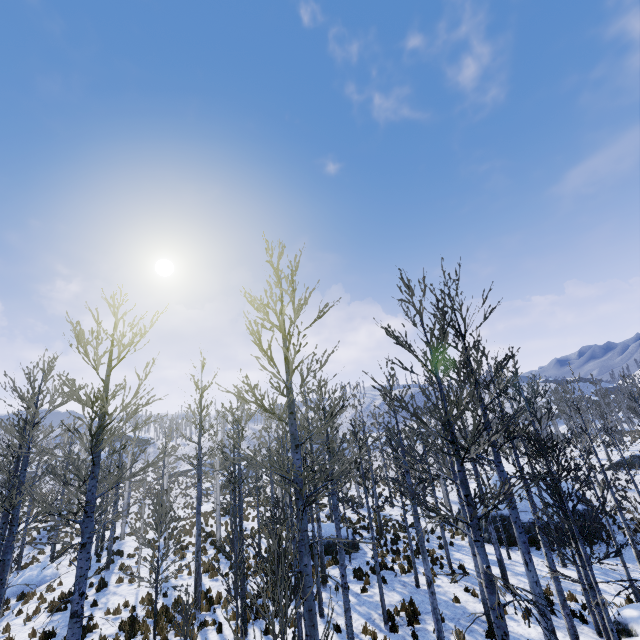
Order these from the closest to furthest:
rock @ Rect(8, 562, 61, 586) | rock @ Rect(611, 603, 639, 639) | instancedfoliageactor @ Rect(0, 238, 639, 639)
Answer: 1. instancedfoliageactor @ Rect(0, 238, 639, 639)
2. rock @ Rect(611, 603, 639, 639)
3. rock @ Rect(8, 562, 61, 586)

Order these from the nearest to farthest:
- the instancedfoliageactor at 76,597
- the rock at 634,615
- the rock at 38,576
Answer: the instancedfoliageactor at 76,597, the rock at 634,615, the rock at 38,576

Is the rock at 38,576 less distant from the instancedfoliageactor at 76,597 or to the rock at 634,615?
the instancedfoliageactor at 76,597

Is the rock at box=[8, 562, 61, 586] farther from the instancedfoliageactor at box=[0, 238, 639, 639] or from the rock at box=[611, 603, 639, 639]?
the rock at box=[611, 603, 639, 639]

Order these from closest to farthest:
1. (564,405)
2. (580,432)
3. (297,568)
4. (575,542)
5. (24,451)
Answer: (24,451) → (297,568) → (575,542) → (580,432) → (564,405)

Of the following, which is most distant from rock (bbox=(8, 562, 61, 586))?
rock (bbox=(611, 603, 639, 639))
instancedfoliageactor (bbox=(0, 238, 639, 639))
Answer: rock (bbox=(611, 603, 639, 639))
